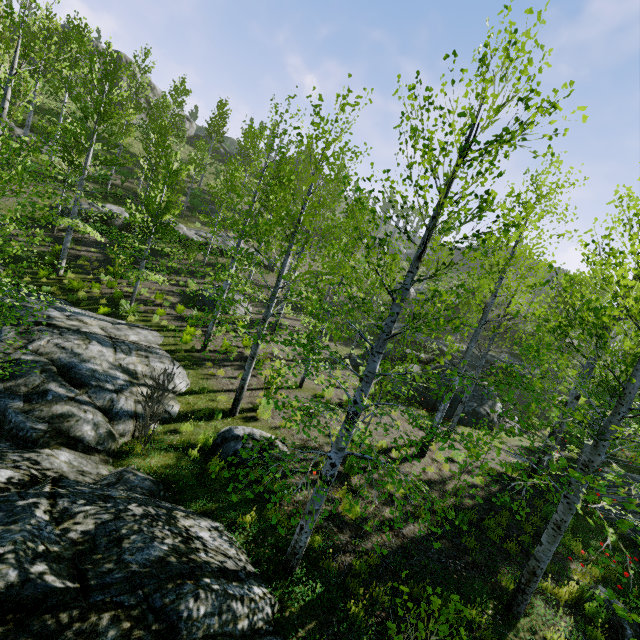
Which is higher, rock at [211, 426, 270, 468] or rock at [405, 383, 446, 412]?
rock at [405, 383, 446, 412]

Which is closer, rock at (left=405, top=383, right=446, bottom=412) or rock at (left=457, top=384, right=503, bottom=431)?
rock at (left=457, top=384, right=503, bottom=431)

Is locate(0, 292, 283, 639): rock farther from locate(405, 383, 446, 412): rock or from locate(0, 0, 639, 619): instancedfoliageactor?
locate(405, 383, 446, 412): rock

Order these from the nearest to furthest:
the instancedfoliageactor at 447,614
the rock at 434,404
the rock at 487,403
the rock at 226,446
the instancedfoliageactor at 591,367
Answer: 1. the instancedfoliageactor at 447,614
2. the instancedfoliageactor at 591,367
3. the rock at 226,446
4. the rock at 487,403
5. the rock at 434,404

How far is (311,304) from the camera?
21.1m

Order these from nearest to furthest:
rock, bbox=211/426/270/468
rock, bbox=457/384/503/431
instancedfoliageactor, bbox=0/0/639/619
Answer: instancedfoliageactor, bbox=0/0/639/619 < rock, bbox=211/426/270/468 < rock, bbox=457/384/503/431

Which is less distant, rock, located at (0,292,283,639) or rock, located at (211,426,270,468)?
rock, located at (0,292,283,639)

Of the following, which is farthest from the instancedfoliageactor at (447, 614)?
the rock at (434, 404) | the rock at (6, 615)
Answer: the rock at (434, 404)
